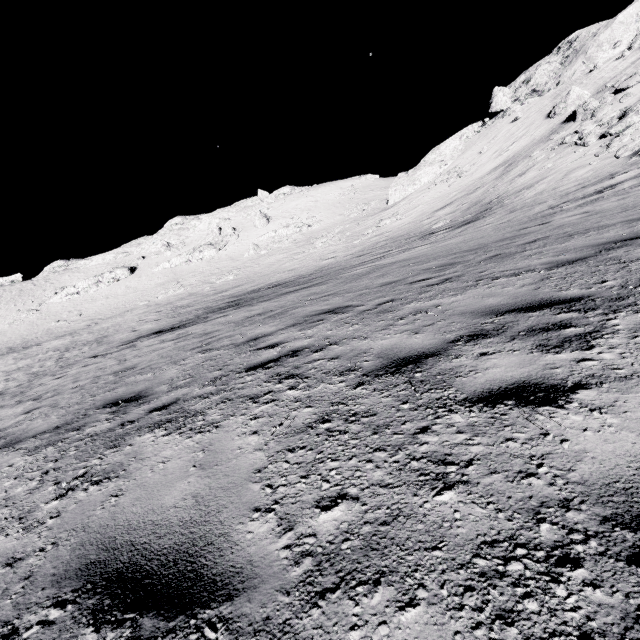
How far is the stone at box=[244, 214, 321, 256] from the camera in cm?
4744

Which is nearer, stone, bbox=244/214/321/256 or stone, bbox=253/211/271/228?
stone, bbox=244/214/321/256

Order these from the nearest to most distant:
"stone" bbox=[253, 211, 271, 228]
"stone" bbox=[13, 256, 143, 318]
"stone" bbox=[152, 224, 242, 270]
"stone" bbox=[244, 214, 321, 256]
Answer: "stone" bbox=[244, 214, 321, 256]
"stone" bbox=[13, 256, 143, 318]
"stone" bbox=[152, 224, 242, 270]
"stone" bbox=[253, 211, 271, 228]

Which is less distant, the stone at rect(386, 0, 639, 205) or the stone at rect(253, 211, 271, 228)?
the stone at rect(386, 0, 639, 205)

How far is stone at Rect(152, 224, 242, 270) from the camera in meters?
52.6

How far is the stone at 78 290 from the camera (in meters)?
48.41

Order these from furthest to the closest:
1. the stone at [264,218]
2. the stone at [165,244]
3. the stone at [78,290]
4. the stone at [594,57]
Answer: the stone at [165,244] < the stone at [264,218] < the stone at [78,290] < the stone at [594,57]

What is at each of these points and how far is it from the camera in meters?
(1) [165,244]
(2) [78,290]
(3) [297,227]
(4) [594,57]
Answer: (1) stone, 58.2 m
(2) stone, 50.9 m
(3) stone, 49.8 m
(4) stone, 32.3 m
